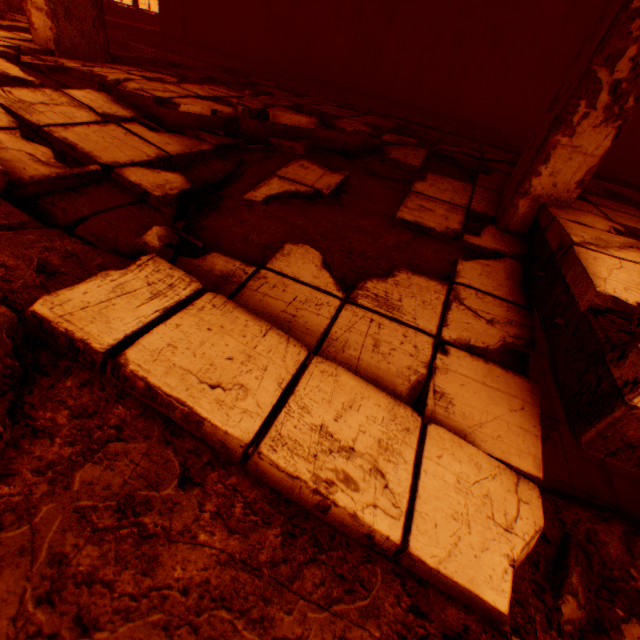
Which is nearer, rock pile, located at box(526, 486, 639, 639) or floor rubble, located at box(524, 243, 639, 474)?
floor rubble, located at box(524, 243, 639, 474)

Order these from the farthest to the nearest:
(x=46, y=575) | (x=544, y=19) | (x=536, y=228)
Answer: (x=544, y=19)
(x=536, y=228)
(x=46, y=575)

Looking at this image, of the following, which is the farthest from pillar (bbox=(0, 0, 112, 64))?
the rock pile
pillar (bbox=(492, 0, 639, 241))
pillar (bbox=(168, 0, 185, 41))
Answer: pillar (bbox=(168, 0, 185, 41))

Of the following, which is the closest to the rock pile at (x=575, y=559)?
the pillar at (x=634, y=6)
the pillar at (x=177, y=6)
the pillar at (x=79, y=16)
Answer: the pillar at (x=634, y=6)

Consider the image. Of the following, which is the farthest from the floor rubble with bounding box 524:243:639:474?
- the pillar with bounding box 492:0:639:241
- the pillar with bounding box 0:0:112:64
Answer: the pillar with bounding box 492:0:639:241

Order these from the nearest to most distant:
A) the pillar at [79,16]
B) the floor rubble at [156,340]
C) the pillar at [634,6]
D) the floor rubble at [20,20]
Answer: Answer: the floor rubble at [156,340], the pillar at [634,6], the pillar at [79,16], the floor rubble at [20,20]

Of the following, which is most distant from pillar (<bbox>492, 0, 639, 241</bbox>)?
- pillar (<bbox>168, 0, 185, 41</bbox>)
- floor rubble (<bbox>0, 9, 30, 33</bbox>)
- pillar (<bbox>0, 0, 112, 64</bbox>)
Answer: pillar (<bbox>168, 0, 185, 41</bbox>)

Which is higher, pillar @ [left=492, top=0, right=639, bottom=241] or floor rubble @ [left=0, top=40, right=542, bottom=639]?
pillar @ [left=492, top=0, right=639, bottom=241]
